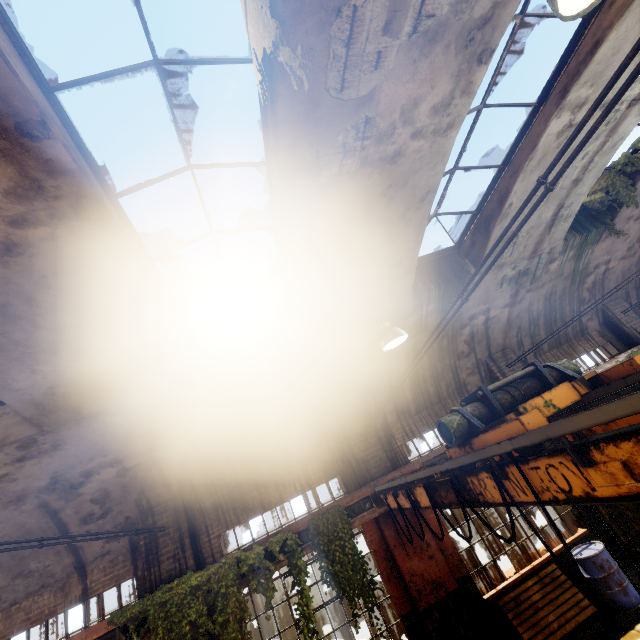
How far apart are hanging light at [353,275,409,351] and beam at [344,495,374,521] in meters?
3.8 m

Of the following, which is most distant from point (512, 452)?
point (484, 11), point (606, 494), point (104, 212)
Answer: point (104, 212)

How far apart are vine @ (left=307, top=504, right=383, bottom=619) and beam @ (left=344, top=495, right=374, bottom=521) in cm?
4

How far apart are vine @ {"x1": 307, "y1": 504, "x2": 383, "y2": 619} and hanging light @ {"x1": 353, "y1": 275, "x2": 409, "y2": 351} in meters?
3.9

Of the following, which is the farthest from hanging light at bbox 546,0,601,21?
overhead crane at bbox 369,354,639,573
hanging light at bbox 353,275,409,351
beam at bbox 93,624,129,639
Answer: beam at bbox 93,624,129,639

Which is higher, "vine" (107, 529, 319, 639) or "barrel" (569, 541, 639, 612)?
"vine" (107, 529, 319, 639)

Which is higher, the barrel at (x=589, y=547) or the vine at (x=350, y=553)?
the vine at (x=350, y=553)

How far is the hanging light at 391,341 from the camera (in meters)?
5.59
